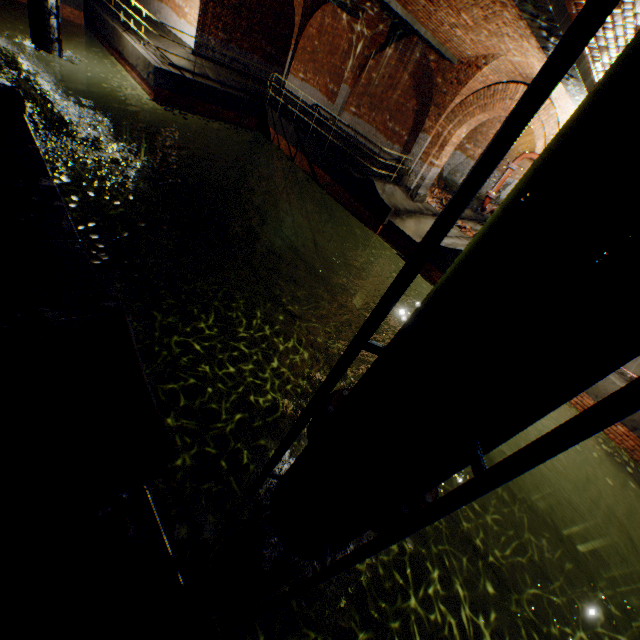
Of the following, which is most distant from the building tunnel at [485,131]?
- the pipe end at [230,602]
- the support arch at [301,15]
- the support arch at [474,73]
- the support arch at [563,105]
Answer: the pipe end at [230,602]

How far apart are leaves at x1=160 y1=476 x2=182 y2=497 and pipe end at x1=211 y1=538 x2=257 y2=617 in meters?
2.6

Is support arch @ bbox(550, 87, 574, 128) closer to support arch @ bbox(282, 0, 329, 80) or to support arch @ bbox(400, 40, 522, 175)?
support arch @ bbox(400, 40, 522, 175)

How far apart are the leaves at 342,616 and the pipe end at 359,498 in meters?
1.5

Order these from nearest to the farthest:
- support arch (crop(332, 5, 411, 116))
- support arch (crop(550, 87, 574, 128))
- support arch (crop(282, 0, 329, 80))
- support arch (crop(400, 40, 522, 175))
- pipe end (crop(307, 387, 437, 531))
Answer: pipe end (crop(307, 387, 437, 531)) → support arch (crop(550, 87, 574, 128)) → support arch (crop(400, 40, 522, 175)) → support arch (crop(332, 5, 411, 116)) → support arch (crop(282, 0, 329, 80))

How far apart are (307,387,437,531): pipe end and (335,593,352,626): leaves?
1.5 meters

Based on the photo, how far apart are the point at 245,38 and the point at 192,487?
18.61m

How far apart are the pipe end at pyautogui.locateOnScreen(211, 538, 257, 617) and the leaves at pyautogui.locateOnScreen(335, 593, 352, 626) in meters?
2.5
